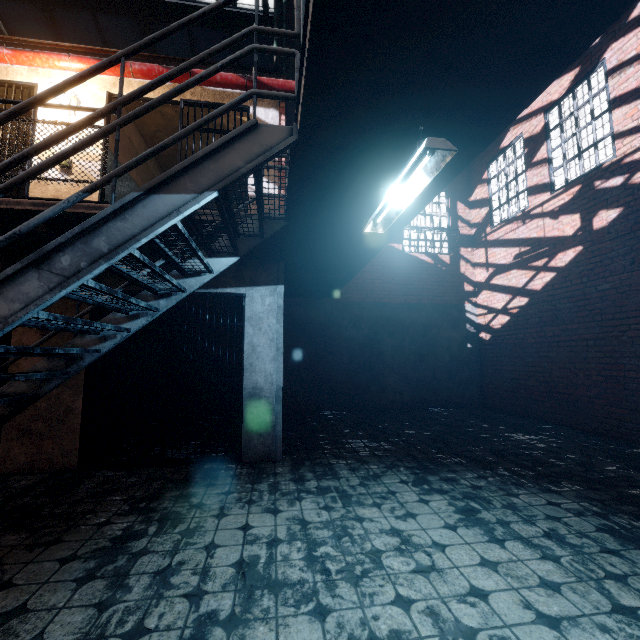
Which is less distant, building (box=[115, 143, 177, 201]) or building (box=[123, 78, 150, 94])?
building (box=[123, 78, 150, 94])

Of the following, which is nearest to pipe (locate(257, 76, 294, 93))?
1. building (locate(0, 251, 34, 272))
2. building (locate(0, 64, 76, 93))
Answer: building (locate(0, 64, 76, 93))

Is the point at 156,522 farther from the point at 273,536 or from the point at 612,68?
the point at 612,68

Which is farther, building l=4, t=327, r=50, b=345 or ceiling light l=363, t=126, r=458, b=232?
building l=4, t=327, r=50, b=345

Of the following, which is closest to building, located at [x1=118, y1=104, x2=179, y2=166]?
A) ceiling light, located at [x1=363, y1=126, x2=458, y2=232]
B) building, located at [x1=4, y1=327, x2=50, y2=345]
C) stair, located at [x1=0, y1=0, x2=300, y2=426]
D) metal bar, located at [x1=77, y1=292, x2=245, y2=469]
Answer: building, located at [x1=4, y1=327, x2=50, y2=345]

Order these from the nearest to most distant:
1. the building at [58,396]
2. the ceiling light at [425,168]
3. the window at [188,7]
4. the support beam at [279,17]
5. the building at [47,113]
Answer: the ceiling light at [425,168]
the building at [58,396]
the building at [47,113]
the support beam at [279,17]
the window at [188,7]

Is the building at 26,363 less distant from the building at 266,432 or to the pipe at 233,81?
the building at 266,432

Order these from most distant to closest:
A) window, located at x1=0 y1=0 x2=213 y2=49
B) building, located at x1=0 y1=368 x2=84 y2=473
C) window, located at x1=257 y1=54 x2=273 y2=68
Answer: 1. window, located at x1=257 y1=54 x2=273 y2=68
2. window, located at x1=0 y1=0 x2=213 y2=49
3. building, located at x1=0 y1=368 x2=84 y2=473
